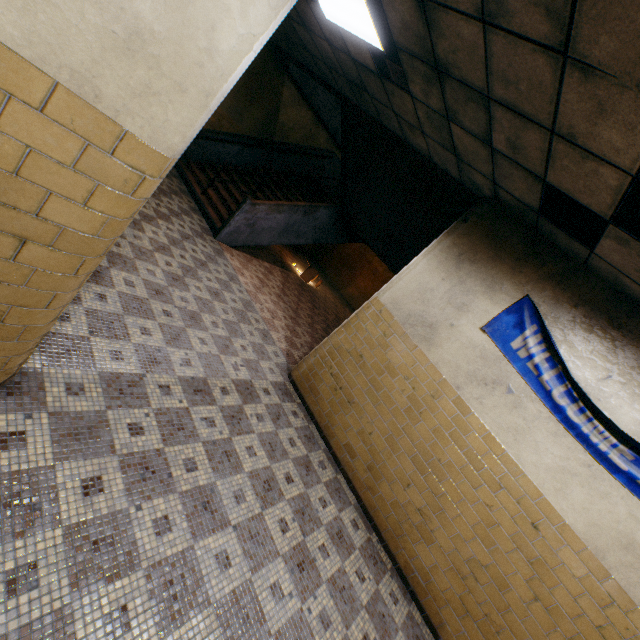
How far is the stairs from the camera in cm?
570

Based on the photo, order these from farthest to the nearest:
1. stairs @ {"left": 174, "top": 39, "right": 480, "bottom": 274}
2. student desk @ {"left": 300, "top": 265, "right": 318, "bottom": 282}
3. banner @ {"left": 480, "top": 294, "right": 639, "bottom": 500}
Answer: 1. student desk @ {"left": 300, "top": 265, "right": 318, "bottom": 282}
2. stairs @ {"left": 174, "top": 39, "right": 480, "bottom": 274}
3. banner @ {"left": 480, "top": 294, "right": 639, "bottom": 500}

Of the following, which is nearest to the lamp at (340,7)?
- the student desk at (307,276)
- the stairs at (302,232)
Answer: the stairs at (302,232)

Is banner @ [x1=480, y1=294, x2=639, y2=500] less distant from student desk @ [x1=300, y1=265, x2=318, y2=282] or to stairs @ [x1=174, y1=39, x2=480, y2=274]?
stairs @ [x1=174, y1=39, x2=480, y2=274]

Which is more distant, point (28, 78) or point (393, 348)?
point (393, 348)

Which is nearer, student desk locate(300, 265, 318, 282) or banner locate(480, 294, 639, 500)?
banner locate(480, 294, 639, 500)

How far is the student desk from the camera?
10.9 meters

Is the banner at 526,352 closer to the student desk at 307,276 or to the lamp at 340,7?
the lamp at 340,7
